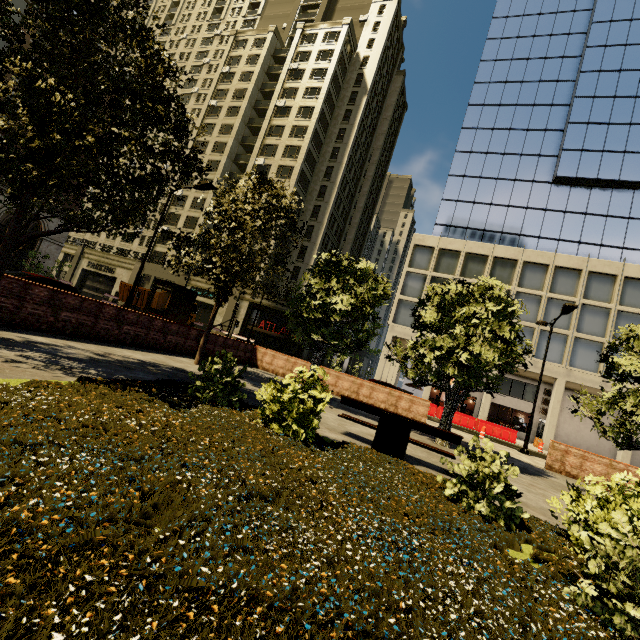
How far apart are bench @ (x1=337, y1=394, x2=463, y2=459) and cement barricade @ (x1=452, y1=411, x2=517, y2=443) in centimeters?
1901cm

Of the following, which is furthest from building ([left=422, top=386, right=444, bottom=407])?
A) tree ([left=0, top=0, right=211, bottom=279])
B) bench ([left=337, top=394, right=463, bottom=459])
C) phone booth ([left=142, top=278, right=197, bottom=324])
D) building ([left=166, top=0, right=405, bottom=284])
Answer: bench ([left=337, top=394, right=463, bottom=459])

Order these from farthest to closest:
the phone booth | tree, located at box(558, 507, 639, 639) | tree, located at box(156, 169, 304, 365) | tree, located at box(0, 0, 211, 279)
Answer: the phone booth → tree, located at box(156, 169, 304, 365) → tree, located at box(0, 0, 211, 279) → tree, located at box(558, 507, 639, 639)

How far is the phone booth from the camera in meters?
12.9 m

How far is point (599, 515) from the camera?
4.11m

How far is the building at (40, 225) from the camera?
24.4m

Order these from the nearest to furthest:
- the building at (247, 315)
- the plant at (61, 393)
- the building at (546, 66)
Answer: the plant at (61, 393) < the building at (546, 66) < the building at (247, 315)

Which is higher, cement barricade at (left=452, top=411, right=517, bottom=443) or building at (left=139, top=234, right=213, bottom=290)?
building at (left=139, top=234, right=213, bottom=290)
